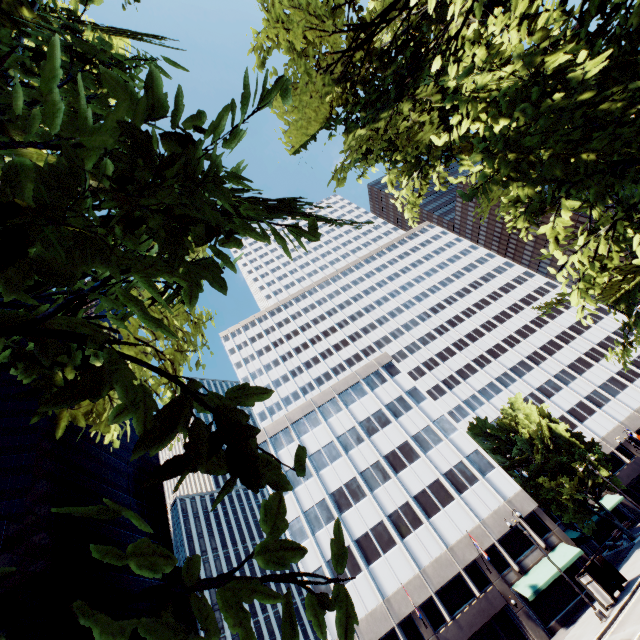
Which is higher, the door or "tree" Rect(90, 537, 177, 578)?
"tree" Rect(90, 537, 177, 578)

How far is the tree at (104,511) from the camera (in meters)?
1.20

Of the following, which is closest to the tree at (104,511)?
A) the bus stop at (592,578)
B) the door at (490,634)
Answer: the bus stop at (592,578)

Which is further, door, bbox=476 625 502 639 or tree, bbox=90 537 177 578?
door, bbox=476 625 502 639

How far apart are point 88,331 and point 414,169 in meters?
12.5 m

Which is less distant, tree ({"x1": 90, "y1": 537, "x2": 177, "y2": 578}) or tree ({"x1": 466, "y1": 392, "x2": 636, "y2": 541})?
tree ({"x1": 90, "y1": 537, "x2": 177, "y2": 578})

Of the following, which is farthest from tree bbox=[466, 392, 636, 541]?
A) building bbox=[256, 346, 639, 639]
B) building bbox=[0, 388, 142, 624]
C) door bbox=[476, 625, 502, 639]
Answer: building bbox=[0, 388, 142, 624]

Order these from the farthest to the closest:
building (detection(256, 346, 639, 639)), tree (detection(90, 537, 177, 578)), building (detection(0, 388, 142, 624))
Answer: building (detection(0, 388, 142, 624))
building (detection(256, 346, 639, 639))
tree (detection(90, 537, 177, 578))
